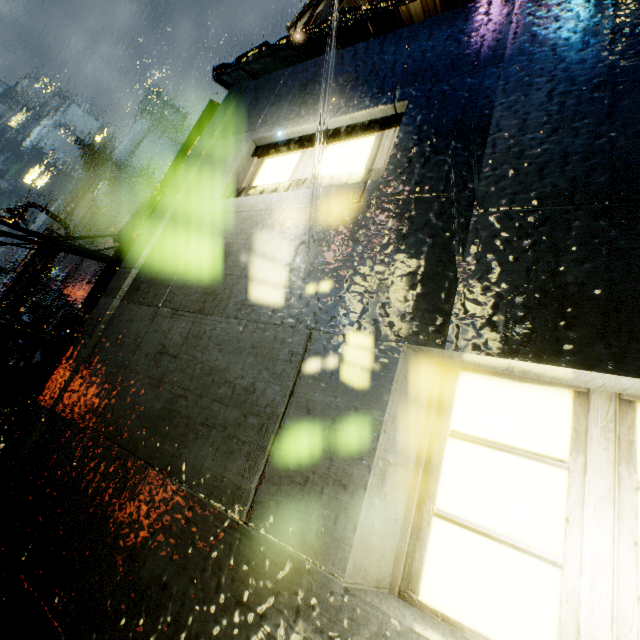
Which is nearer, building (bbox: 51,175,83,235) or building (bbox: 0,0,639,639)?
building (bbox: 0,0,639,639)

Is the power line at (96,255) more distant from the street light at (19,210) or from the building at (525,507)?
the street light at (19,210)

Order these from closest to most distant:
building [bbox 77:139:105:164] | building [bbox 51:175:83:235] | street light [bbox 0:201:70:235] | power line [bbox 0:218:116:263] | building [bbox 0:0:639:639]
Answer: building [bbox 0:0:639:639], power line [bbox 0:218:116:263], street light [bbox 0:201:70:235], building [bbox 77:139:105:164], building [bbox 51:175:83:235]

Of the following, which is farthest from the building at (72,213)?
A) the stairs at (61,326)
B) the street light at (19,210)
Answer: the street light at (19,210)

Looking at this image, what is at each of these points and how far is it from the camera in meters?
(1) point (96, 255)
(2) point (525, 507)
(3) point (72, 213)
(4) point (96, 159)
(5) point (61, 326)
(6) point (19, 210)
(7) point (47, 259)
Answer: (1) power line, 4.9 m
(2) building, 1.3 m
(3) building, 59.3 m
(4) building, 59.9 m
(5) stairs, 50.4 m
(6) street light, 16.3 m
(7) street light, 17.5 m

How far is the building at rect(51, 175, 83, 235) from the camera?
57.94m

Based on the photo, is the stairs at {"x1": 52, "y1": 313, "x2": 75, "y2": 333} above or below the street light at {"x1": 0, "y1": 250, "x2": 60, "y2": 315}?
above

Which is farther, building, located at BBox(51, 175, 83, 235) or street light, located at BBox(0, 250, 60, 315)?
building, located at BBox(51, 175, 83, 235)
